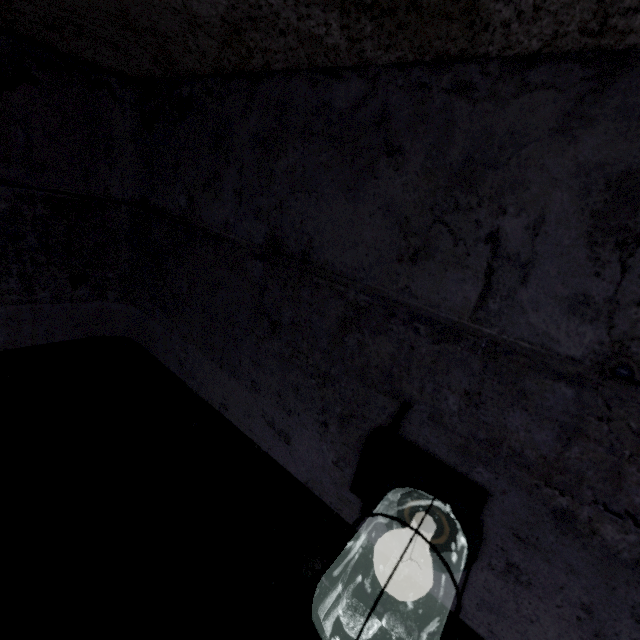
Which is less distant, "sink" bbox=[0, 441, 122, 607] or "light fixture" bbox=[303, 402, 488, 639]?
"light fixture" bbox=[303, 402, 488, 639]

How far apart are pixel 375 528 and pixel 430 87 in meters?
1.0 m

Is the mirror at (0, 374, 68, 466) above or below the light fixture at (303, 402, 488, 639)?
below

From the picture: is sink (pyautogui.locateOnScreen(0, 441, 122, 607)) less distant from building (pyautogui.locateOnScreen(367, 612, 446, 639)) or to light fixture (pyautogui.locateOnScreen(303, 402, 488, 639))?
building (pyautogui.locateOnScreen(367, 612, 446, 639))

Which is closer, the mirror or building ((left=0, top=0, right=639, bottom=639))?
building ((left=0, top=0, right=639, bottom=639))

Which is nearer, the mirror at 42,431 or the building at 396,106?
the building at 396,106

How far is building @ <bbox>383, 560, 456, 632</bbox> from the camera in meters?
0.7

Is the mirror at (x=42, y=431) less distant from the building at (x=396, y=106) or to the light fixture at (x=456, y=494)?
the building at (x=396, y=106)
